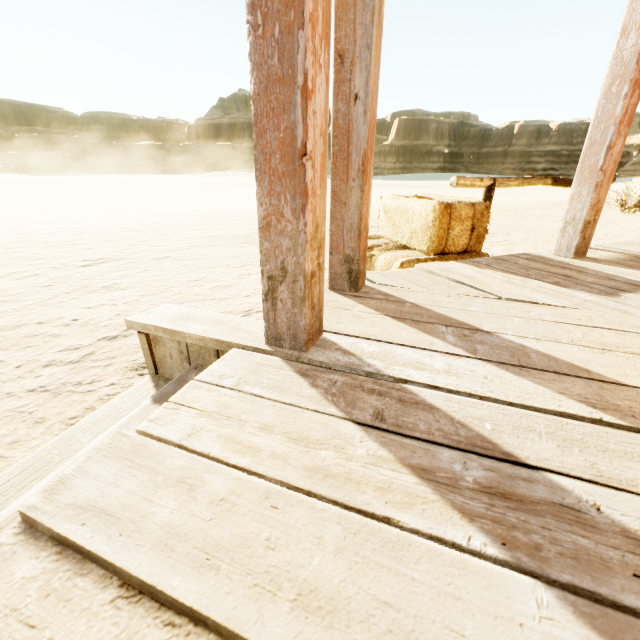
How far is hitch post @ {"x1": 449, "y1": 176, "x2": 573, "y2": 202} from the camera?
3.4m

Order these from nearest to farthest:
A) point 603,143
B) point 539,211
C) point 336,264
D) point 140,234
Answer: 1. point 336,264
2. point 603,143
3. point 140,234
4. point 539,211

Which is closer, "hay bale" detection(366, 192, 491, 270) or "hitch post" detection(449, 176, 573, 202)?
"hay bale" detection(366, 192, 491, 270)

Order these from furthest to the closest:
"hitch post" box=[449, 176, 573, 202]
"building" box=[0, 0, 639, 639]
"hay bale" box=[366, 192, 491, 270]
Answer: "hitch post" box=[449, 176, 573, 202], "hay bale" box=[366, 192, 491, 270], "building" box=[0, 0, 639, 639]

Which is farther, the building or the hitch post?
the hitch post

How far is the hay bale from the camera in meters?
2.5

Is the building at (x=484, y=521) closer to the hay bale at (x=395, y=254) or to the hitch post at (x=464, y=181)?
the hay bale at (x=395, y=254)
